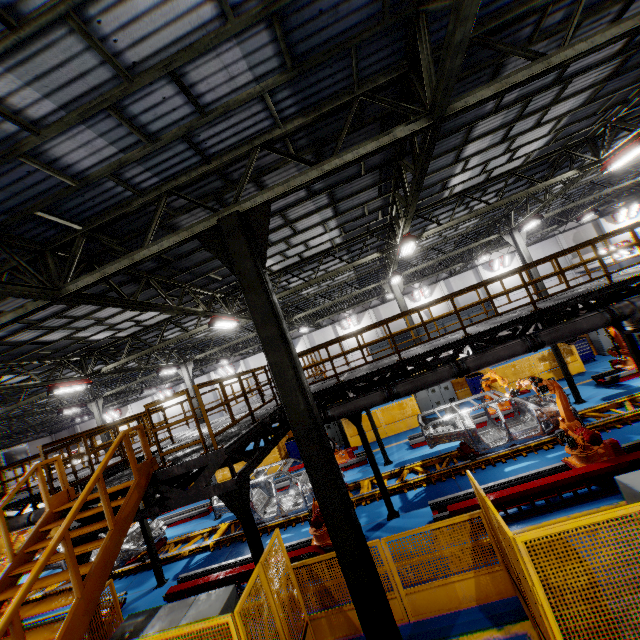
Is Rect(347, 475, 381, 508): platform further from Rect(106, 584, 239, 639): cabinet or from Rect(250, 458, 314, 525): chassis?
Rect(106, 584, 239, 639): cabinet

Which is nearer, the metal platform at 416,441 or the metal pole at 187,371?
the metal platform at 416,441

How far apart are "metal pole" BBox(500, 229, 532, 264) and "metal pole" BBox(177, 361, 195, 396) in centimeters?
2129cm

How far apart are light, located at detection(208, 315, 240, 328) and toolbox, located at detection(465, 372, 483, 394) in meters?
12.3

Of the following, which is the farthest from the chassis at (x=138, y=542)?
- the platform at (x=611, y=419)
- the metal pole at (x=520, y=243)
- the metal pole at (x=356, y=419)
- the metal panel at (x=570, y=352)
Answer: the metal pole at (x=520, y=243)

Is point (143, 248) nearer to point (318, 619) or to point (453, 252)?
point (318, 619)

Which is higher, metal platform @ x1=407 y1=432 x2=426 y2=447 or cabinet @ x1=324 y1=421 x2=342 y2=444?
cabinet @ x1=324 y1=421 x2=342 y2=444

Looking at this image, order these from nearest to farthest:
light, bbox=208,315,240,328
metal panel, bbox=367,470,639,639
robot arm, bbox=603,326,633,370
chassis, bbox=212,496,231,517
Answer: metal panel, bbox=367,470,639,639 → chassis, bbox=212,496,231,517 → light, bbox=208,315,240,328 → robot arm, bbox=603,326,633,370
